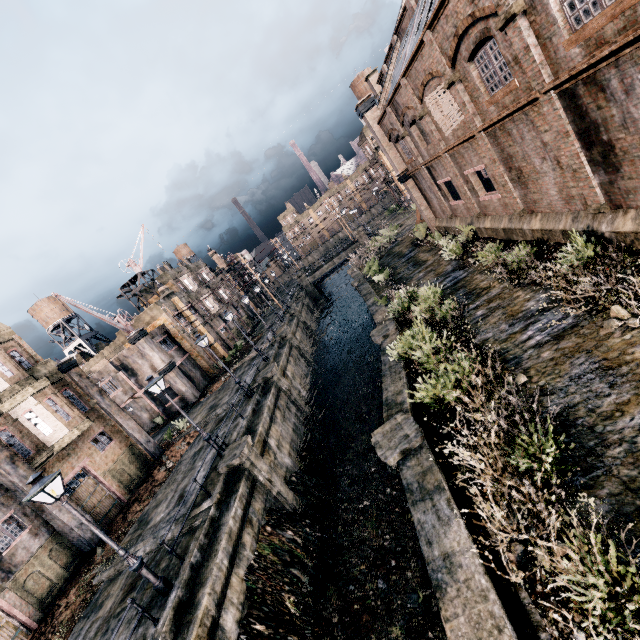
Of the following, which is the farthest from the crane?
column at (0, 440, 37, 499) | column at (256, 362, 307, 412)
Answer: column at (256, 362, 307, 412)

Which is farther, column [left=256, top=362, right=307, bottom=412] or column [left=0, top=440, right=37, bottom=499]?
column [left=256, top=362, right=307, bottom=412]

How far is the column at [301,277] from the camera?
55.5m

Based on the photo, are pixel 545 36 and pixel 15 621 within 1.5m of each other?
no

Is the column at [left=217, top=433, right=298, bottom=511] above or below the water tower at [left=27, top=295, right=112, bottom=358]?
below

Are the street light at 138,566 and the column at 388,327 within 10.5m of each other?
no

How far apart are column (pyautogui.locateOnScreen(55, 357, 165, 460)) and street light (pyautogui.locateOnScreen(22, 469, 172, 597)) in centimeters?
1416cm

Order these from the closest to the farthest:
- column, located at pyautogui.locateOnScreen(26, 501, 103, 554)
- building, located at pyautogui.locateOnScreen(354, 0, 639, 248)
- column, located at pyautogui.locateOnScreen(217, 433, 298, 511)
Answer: building, located at pyautogui.locateOnScreen(354, 0, 639, 248) < column, located at pyautogui.locateOnScreen(217, 433, 298, 511) < column, located at pyautogui.locateOnScreen(26, 501, 103, 554)
